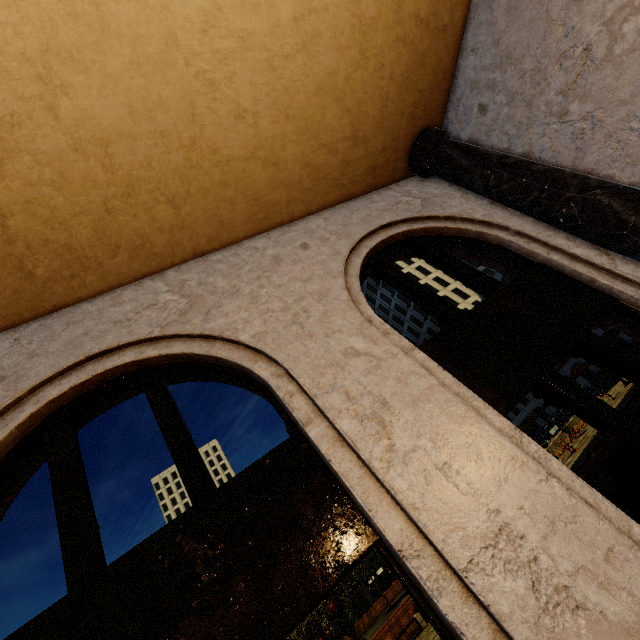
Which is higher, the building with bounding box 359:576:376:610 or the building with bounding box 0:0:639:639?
the building with bounding box 0:0:639:639

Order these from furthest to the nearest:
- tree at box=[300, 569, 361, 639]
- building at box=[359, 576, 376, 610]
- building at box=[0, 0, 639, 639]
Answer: building at box=[359, 576, 376, 610] < tree at box=[300, 569, 361, 639] < building at box=[0, 0, 639, 639]

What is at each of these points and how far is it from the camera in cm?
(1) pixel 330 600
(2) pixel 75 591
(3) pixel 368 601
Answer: (1) tree, 1909
(2) building, 206
(3) building, 5444

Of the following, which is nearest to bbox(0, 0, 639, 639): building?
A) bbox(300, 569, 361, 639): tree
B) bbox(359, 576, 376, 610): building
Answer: bbox(300, 569, 361, 639): tree

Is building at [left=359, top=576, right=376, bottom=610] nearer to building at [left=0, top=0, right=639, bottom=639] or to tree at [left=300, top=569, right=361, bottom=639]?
building at [left=0, top=0, right=639, bottom=639]

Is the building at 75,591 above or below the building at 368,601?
above

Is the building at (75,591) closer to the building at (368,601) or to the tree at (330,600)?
the tree at (330,600)

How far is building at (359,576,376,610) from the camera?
54.3m
